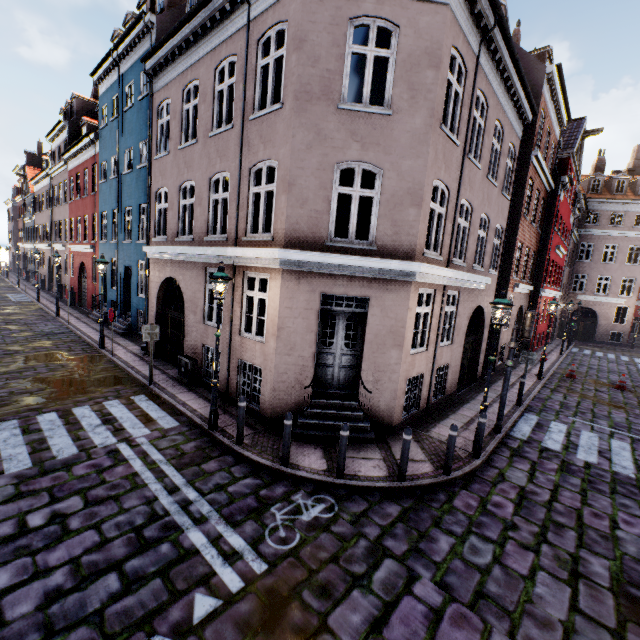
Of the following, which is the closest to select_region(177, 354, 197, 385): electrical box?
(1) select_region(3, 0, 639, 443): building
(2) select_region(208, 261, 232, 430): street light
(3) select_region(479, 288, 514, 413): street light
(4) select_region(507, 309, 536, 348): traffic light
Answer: (1) select_region(3, 0, 639, 443): building

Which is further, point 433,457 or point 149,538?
point 433,457

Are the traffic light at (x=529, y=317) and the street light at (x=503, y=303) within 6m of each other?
yes

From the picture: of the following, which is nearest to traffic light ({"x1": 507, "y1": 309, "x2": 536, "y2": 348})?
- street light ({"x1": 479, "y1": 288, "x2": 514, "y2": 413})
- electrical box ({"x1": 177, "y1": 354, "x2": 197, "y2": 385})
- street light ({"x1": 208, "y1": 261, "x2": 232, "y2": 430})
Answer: street light ({"x1": 479, "y1": 288, "x2": 514, "y2": 413})

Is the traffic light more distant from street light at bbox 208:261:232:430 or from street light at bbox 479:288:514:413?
street light at bbox 208:261:232:430

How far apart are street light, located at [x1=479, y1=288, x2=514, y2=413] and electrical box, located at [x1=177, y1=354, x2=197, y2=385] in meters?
8.4

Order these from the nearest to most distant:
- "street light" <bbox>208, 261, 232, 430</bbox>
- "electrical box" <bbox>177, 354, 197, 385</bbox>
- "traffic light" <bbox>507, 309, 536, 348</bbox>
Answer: "street light" <bbox>208, 261, 232, 430</bbox> → "traffic light" <bbox>507, 309, 536, 348</bbox> → "electrical box" <bbox>177, 354, 197, 385</bbox>

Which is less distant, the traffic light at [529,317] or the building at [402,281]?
the building at [402,281]
